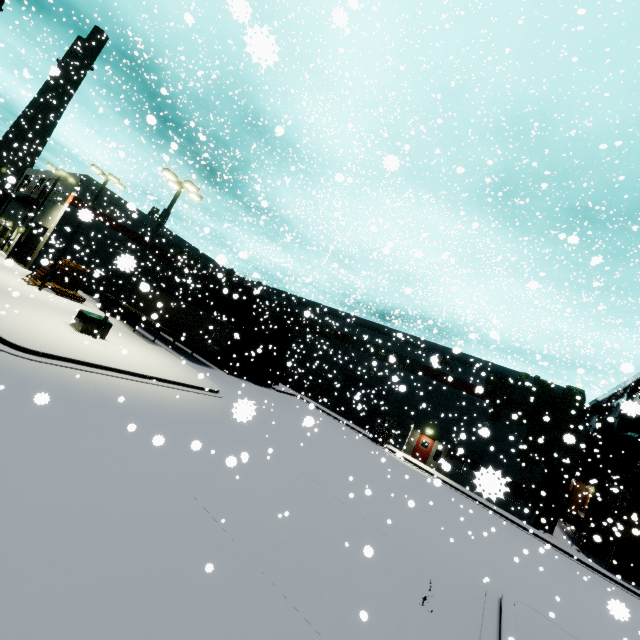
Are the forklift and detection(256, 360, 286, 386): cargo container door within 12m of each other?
yes

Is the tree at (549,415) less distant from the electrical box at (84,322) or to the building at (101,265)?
the building at (101,265)

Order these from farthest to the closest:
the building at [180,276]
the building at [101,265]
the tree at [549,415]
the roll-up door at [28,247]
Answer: the building at [180,276]
the roll-up door at [28,247]
the building at [101,265]
the tree at [549,415]

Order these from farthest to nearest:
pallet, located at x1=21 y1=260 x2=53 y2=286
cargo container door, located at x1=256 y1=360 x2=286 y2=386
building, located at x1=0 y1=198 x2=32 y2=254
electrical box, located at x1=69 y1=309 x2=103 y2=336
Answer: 1. building, located at x1=0 y1=198 x2=32 y2=254
2. cargo container door, located at x1=256 y1=360 x2=286 y2=386
3. pallet, located at x1=21 y1=260 x2=53 y2=286
4. electrical box, located at x1=69 y1=309 x2=103 y2=336

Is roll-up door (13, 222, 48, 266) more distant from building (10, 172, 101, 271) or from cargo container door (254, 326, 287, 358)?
cargo container door (254, 326, 287, 358)

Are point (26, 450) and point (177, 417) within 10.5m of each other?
yes

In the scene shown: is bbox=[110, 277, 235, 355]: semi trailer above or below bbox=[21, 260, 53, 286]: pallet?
above

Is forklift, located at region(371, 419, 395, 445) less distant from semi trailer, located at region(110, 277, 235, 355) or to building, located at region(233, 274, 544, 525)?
building, located at region(233, 274, 544, 525)
